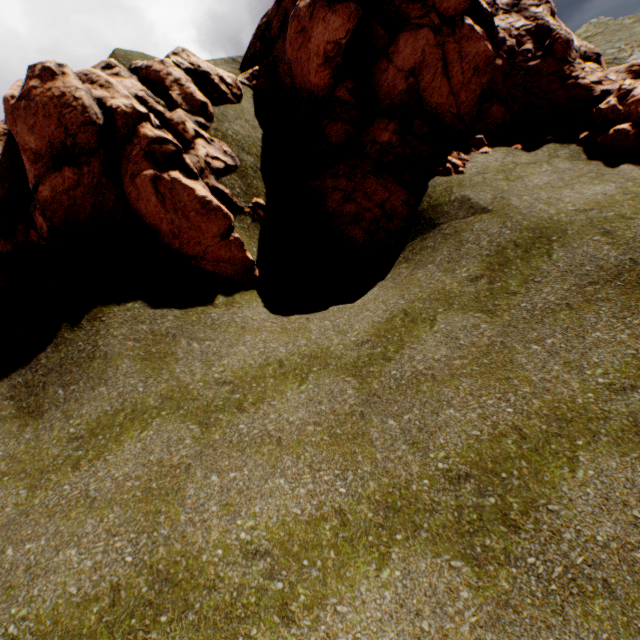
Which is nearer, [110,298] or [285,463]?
[285,463]
